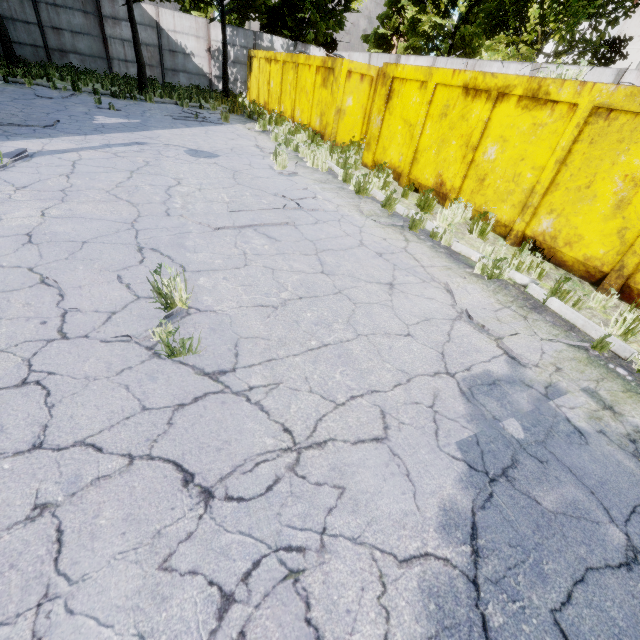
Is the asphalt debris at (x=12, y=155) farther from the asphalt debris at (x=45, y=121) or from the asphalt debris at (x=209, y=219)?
the asphalt debris at (x=209, y=219)

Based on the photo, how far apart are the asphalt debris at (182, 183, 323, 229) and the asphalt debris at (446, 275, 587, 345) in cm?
268

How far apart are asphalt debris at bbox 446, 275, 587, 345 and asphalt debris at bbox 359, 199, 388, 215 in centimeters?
197cm

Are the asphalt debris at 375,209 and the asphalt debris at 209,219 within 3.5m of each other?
yes

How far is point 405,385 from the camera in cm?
284

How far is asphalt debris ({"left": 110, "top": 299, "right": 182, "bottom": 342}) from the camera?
2.7m

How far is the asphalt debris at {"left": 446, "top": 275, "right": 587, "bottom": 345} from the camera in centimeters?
387cm
